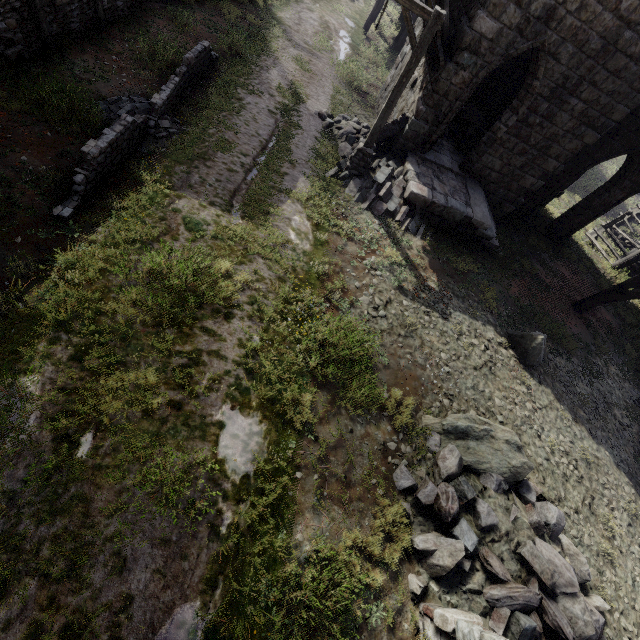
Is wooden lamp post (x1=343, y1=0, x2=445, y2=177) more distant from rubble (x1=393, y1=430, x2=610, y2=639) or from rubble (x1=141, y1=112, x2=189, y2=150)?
rubble (x1=393, y1=430, x2=610, y2=639)

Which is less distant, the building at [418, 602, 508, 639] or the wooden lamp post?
the building at [418, 602, 508, 639]

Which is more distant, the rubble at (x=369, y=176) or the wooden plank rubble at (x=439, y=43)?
the rubble at (x=369, y=176)

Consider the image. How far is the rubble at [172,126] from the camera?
8.3 meters

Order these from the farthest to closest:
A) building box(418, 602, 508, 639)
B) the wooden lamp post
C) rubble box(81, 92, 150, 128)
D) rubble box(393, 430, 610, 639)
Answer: rubble box(81, 92, 150, 128), the wooden lamp post, rubble box(393, 430, 610, 639), building box(418, 602, 508, 639)

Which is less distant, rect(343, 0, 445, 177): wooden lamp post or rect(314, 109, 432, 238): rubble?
rect(343, 0, 445, 177): wooden lamp post

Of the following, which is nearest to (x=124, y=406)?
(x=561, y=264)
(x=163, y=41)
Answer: (x=163, y=41)

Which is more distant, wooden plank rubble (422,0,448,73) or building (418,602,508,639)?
wooden plank rubble (422,0,448,73)
